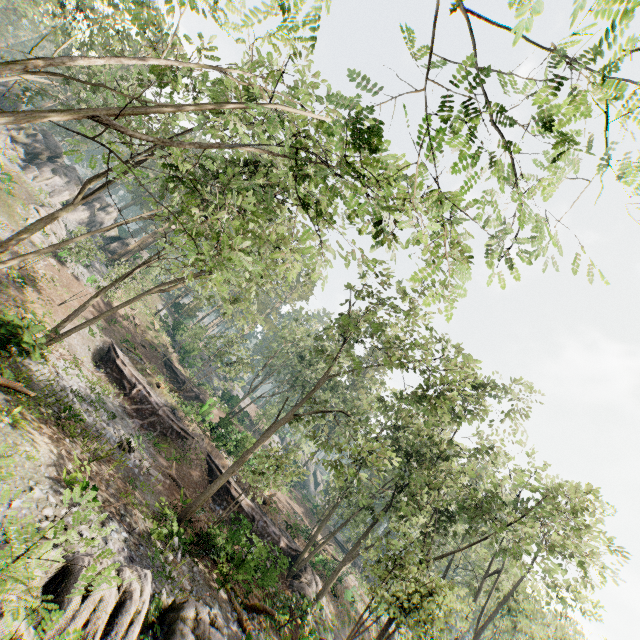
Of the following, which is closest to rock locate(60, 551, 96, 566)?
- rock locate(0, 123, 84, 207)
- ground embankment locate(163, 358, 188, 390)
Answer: ground embankment locate(163, 358, 188, 390)

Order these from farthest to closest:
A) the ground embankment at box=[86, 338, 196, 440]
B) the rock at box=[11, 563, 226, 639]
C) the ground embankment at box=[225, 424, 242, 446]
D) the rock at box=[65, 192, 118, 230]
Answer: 1. the rock at box=[65, 192, 118, 230]
2. the ground embankment at box=[225, 424, 242, 446]
3. the ground embankment at box=[86, 338, 196, 440]
4. the rock at box=[11, 563, 226, 639]

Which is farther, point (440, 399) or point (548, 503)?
point (440, 399)

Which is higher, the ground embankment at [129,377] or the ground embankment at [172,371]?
the ground embankment at [172,371]

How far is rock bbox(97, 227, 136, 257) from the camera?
45.2m

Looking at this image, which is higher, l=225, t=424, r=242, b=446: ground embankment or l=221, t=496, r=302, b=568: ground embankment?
l=225, t=424, r=242, b=446: ground embankment

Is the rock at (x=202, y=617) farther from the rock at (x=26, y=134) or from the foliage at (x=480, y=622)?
the rock at (x=26, y=134)

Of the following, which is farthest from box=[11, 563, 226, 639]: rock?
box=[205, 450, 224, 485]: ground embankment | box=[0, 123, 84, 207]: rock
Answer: box=[0, 123, 84, 207]: rock
